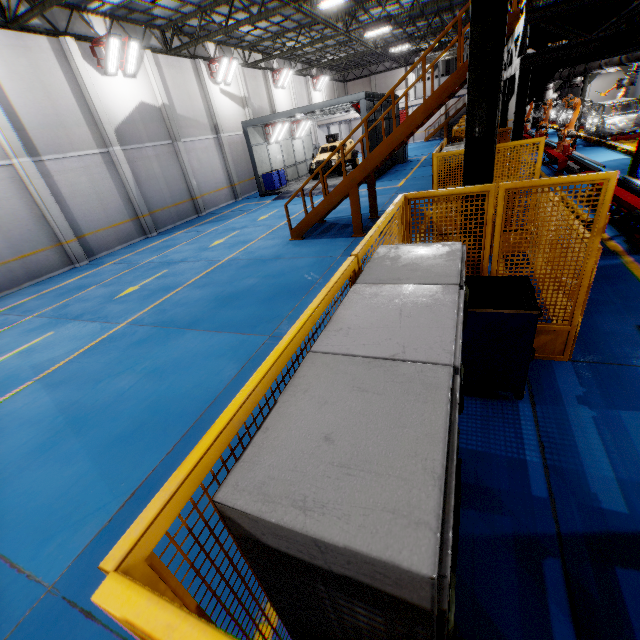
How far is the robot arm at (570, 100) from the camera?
14.0m

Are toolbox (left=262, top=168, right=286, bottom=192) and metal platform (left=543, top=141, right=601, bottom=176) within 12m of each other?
no

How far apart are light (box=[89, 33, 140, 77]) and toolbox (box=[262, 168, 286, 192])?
8.8m

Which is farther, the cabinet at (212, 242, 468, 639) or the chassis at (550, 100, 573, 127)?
the chassis at (550, 100, 573, 127)

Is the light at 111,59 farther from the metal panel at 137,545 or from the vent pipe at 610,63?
the vent pipe at 610,63

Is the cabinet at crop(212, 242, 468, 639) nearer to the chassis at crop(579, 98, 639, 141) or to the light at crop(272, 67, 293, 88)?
the chassis at crop(579, 98, 639, 141)

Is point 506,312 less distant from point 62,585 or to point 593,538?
point 593,538

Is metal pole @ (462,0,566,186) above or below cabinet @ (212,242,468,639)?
above
